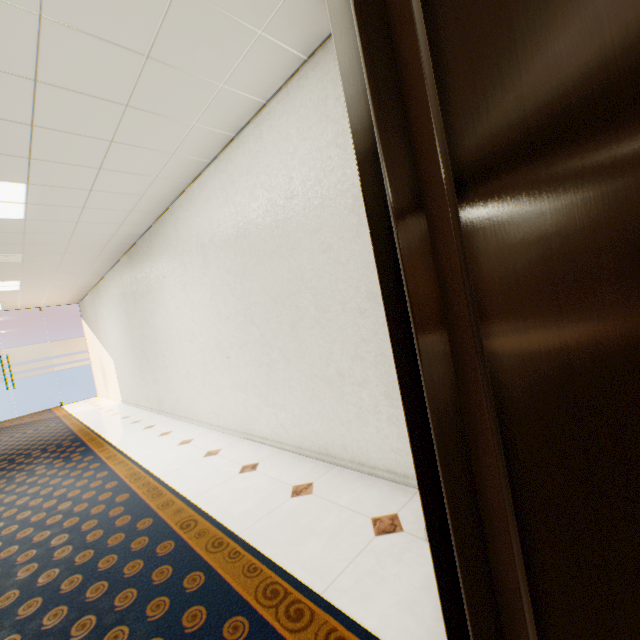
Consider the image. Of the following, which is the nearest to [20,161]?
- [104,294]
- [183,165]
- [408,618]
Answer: [183,165]
